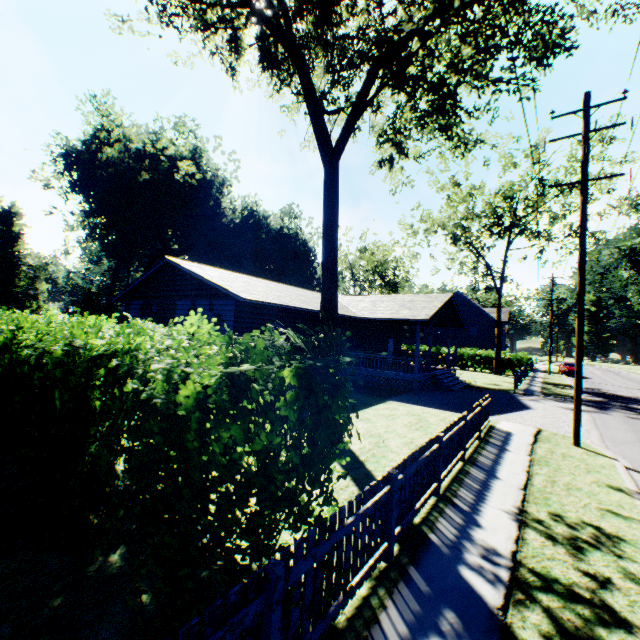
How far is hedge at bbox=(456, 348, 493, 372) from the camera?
36.53m

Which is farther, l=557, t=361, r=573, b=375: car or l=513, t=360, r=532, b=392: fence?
l=557, t=361, r=573, b=375: car

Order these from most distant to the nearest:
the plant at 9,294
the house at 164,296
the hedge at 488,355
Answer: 1. the plant at 9,294
2. the hedge at 488,355
3. the house at 164,296

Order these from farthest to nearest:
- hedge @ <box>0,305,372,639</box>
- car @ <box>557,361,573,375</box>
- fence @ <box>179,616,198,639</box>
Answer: car @ <box>557,361,573,375</box> < hedge @ <box>0,305,372,639</box> < fence @ <box>179,616,198,639</box>

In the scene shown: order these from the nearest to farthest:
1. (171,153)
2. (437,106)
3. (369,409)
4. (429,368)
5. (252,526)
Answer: (252,526), (437,106), (369,409), (429,368), (171,153)

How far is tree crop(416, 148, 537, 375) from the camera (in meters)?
29.11

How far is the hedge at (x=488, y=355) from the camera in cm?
3653

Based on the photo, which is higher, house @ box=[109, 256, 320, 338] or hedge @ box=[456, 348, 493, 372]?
house @ box=[109, 256, 320, 338]
